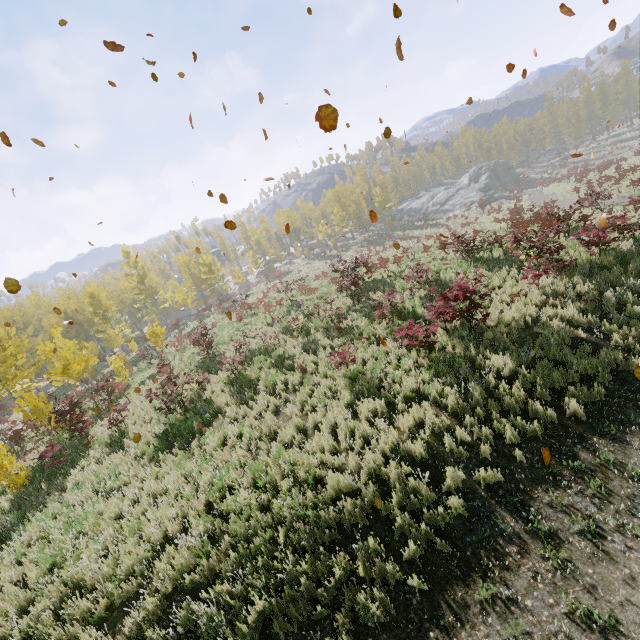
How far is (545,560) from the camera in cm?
463

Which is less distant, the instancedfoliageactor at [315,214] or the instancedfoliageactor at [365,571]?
the instancedfoliageactor at [365,571]

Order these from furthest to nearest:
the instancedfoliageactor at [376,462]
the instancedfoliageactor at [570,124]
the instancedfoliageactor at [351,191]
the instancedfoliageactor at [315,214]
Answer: the instancedfoliageactor at [570,124] → the instancedfoliageactor at [351,191] → the instancedfoliageactor at [315,214] → the instancedfoliageactor at [376,462]

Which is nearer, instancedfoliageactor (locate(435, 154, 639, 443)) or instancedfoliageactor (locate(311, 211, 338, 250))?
instancedfoliageactor (locate(435, 154, 639, 443))

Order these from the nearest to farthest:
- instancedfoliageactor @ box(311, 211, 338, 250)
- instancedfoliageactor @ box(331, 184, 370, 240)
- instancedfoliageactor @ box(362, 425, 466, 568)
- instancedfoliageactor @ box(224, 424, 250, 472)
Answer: instancedfoliageactor @ box(362, 425, 466, 568), instancedfoliageactor @ box(224, 424, 250, 472), instancedfoliageactor @ box(311, 211, 338, 250), instancedfoliageactor @ box(331, 184, 370, 240)

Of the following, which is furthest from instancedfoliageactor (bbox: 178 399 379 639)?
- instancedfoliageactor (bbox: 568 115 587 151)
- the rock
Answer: the rock

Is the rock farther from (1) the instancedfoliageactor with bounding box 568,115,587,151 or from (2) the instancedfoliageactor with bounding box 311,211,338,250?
(2) the instancedfoliageactor with bounding box 311,211,338,250
